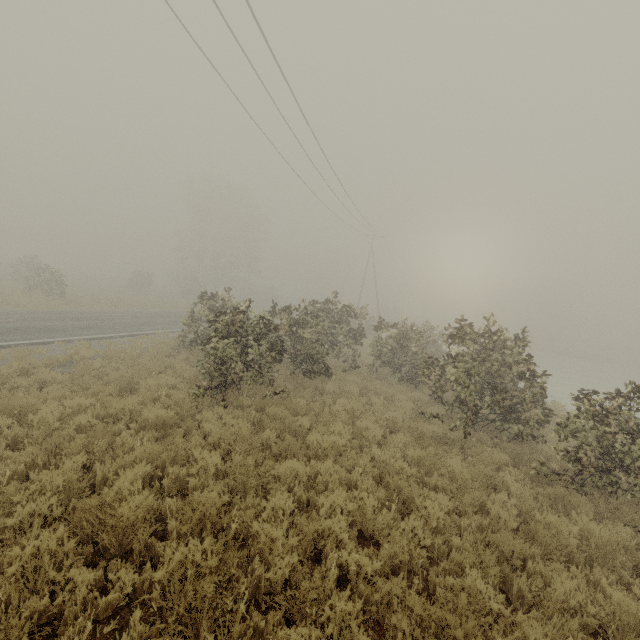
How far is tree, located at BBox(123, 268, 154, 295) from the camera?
39.0 meters

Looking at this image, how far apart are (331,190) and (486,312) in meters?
15.1

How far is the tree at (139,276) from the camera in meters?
39.0
